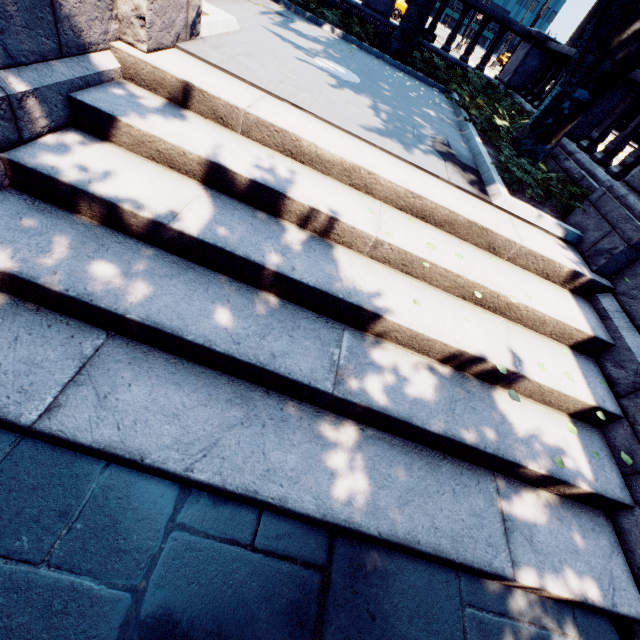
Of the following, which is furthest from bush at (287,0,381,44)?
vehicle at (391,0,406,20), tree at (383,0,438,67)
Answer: vehicle at (391,0,406,20)

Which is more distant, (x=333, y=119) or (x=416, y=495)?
(x=333, y=119)

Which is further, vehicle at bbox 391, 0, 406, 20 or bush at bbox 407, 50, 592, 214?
vehicle at bbox 391, 0, 406, 20

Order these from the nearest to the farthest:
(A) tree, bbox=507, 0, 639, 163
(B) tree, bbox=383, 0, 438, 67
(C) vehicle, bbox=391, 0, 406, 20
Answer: (A) tree, bbox=507, 0, 639, 163 < (B) tree, bbox=383, 0, 438, 67 < (C) vehicle, bbox=391, 0, 406, 20

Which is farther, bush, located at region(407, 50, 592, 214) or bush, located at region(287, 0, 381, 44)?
bush, located at region(287, 0, 381, 44)

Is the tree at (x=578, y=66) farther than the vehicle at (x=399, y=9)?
No

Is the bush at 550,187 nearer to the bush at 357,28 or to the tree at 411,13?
Answer: the tree at 411,13

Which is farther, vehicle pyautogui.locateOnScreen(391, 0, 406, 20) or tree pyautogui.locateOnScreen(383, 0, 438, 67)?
vehicle pyautogui.locateOnScreen(391, 0, 406, 20)
